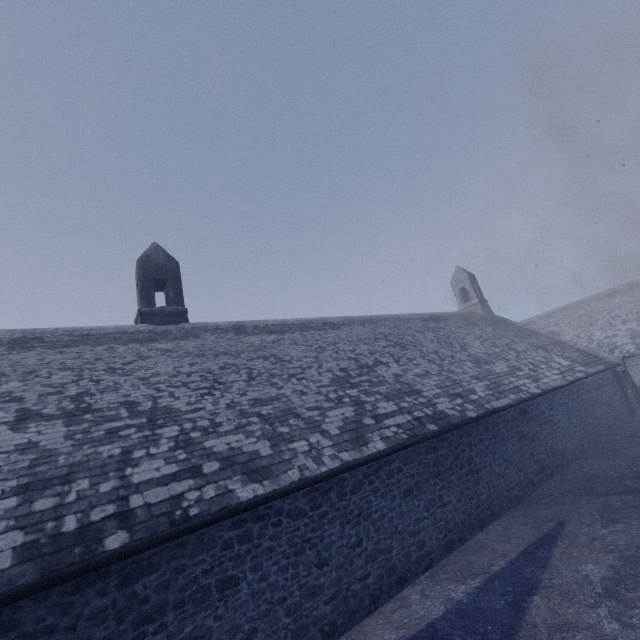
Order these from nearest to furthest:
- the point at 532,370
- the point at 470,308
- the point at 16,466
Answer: the point at 16,466 < the point at 532,370 < the point at 470,308
